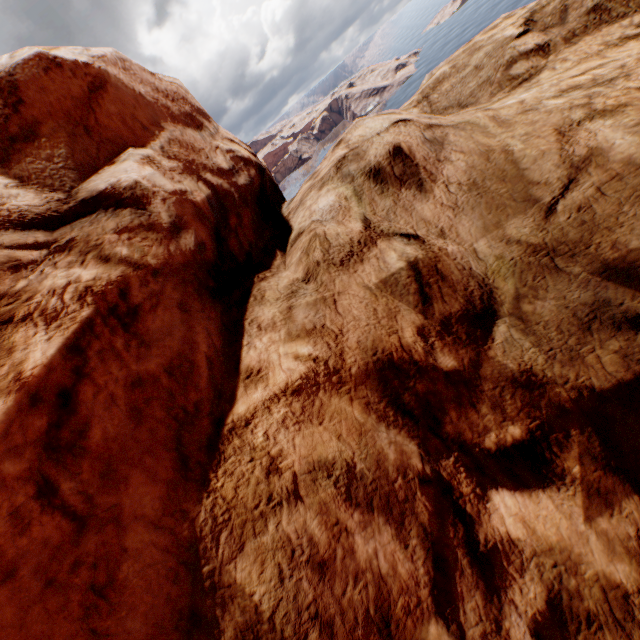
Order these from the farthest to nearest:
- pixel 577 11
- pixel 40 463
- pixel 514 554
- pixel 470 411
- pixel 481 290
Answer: pixel 577 11, pixel 481 290, pixel 470 411, pixel 514 554, pixel 40 463
